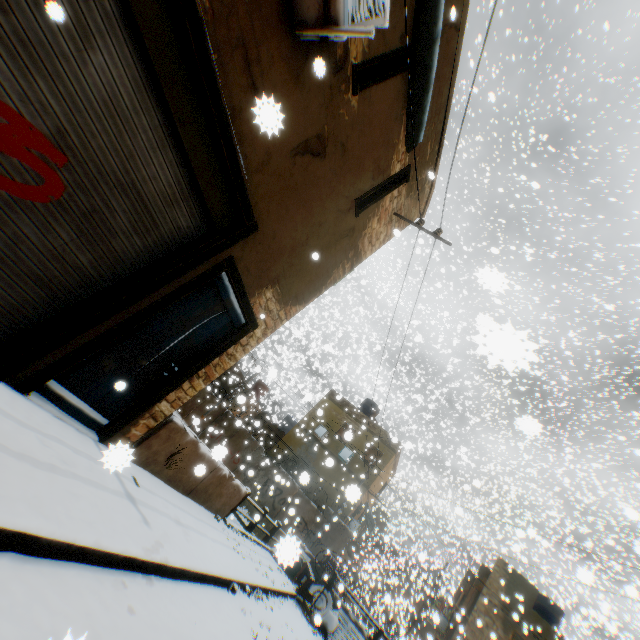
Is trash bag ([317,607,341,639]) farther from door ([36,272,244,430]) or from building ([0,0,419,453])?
door ([36,272,244,430])

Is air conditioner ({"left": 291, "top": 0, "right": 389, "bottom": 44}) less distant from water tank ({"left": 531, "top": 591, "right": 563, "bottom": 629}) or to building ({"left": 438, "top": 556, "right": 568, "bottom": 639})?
building ({"left": 438, "top": 556, "right": 568, "bottom": 639})

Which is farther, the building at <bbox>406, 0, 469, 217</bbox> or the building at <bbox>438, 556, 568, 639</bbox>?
the building at <bbox>438, 556, 568, 639</bbox>

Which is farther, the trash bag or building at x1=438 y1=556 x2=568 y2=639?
building at x1=438 y1=556 x2=568 y2=639

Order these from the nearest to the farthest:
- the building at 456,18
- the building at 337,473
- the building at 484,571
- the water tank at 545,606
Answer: the building at 456,18
the building at 484,571
the water tank at 545,606
the building at 337,473

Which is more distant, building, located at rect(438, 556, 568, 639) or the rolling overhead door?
building, located at rect(438, 556, 568, 639)

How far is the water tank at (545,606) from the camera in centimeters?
2014cm

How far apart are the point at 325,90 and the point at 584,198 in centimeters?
1579cm
